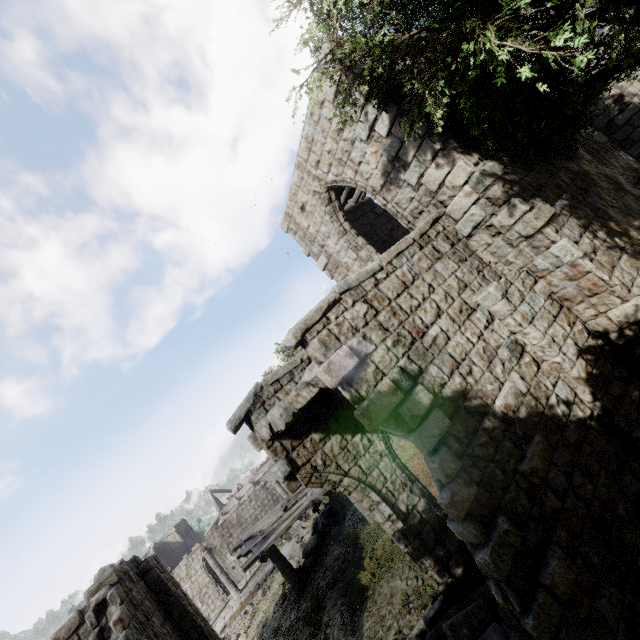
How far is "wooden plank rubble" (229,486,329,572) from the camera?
11.0m

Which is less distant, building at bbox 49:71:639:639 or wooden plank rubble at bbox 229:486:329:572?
building at bbox 49:71:639:639

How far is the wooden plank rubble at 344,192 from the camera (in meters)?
12.10

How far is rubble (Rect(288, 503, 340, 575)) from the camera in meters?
14.9 m

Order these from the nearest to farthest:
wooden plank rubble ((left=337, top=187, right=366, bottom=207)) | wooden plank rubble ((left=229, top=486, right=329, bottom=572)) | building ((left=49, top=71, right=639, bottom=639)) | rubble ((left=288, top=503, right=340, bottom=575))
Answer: building ((left=49, top=71, right=639, bottom=639)) → wooden plank rubble ((left=229, top=486, right=329, bottom=572)) → wooden plank rubble ((left=337, top=187, right=366, bottom=207)) → rubble ((left=288, top=503, right=340, bottom=575))

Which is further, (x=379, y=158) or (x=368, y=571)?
(x=368, y=571)

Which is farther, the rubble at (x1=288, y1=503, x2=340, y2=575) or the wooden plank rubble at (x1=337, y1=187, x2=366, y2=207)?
the rubble at (x1=288, y1=503, x2=340, y2=575)

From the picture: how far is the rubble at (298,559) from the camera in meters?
14.9
